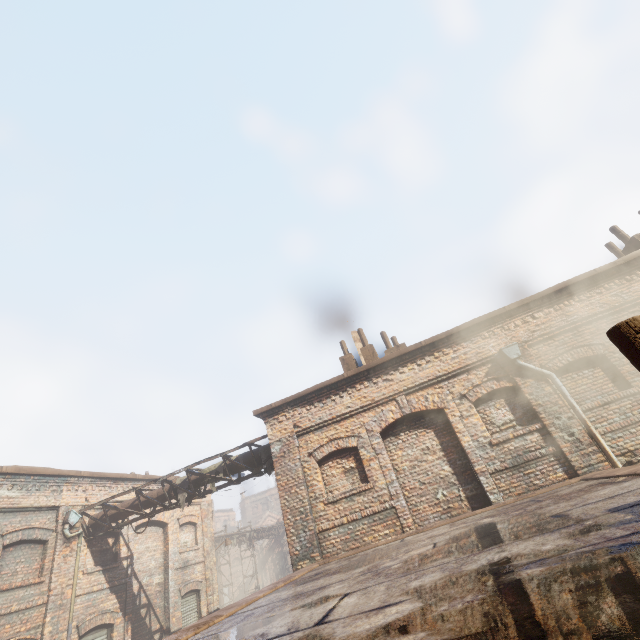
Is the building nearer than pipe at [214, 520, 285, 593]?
Yes

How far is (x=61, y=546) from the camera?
10.46m

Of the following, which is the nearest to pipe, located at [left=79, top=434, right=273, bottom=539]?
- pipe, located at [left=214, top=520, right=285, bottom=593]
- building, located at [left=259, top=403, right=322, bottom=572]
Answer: building, located at [left=259, top=403, right=322, bottom=572]

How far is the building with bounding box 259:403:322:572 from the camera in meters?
8.2

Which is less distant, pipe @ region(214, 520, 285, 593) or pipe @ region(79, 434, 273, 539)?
pipe @ region(79, 434, 273, 539)

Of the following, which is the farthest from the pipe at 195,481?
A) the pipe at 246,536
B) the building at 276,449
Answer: the pipe at 246,536

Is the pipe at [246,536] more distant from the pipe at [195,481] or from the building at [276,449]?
the building at [276,449]

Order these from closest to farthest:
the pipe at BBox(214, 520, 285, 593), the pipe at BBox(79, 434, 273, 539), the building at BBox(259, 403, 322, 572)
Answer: the building at BBox(259, 403, 322, 572) < the pipe at BBox(79, 434, 273, 539) < the pipe at BBox(214, 520, 285, 593)
